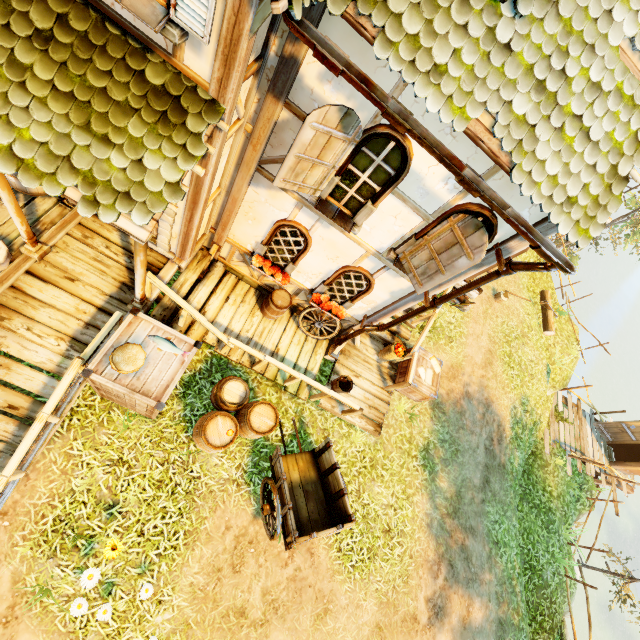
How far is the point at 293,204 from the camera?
5.4 meters

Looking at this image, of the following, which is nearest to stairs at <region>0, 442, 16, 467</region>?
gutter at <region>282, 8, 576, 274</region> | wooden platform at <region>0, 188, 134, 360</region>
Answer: wooden platform at <region>0, 188, 134, 360</region>

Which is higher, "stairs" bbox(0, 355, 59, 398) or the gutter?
the gutter

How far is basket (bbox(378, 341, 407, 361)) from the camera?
8.2m

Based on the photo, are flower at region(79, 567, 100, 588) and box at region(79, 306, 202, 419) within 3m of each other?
yes

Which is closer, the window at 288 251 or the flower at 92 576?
the flower at 92 576

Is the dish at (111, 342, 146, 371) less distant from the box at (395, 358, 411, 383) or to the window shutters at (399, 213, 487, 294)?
the window shutters at (399, 213, 487, 294)

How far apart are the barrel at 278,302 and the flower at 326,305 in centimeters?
63cm
